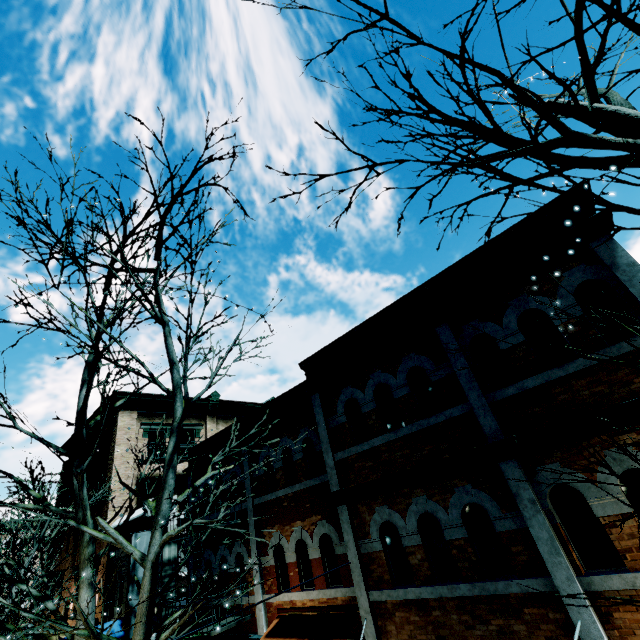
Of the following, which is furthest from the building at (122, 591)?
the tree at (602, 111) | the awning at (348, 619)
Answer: the tree at (602, 111)

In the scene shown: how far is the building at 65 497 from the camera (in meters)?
20.75

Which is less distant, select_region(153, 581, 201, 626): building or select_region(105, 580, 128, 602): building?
select_region(153, 581, 201, 626): building

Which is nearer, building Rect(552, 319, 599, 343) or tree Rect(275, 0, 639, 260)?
tree Rect(275, 0, 639, 260)

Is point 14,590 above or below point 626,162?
below

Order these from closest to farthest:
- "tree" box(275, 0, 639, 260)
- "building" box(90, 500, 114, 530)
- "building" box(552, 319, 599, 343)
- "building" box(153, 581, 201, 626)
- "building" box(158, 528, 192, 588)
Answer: "tree" box(275, 0, 639, 260), "building" box(552, 319, 599, 343), "building" box(153, 581, 201, 626), "building" box(158, 528, 192, 588), "building" box(90, 500, 114, 530)

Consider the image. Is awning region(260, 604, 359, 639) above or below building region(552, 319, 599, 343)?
below
